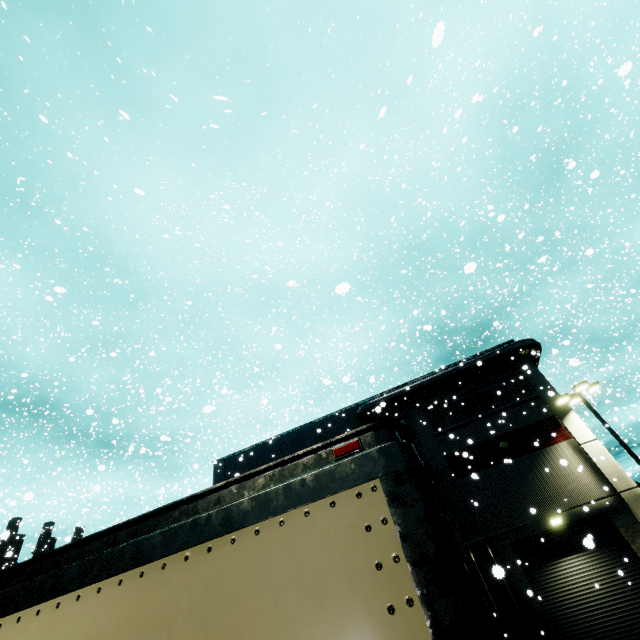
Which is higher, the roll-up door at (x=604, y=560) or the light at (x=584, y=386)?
the light at (x=584, y=386)

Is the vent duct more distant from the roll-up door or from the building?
the roll-up door

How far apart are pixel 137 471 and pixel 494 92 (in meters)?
28.61

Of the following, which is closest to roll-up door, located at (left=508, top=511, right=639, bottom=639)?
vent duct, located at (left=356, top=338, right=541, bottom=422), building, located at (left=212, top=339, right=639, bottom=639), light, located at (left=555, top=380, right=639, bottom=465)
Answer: building, located at (left=212, top=339, right=639, bottom=639)

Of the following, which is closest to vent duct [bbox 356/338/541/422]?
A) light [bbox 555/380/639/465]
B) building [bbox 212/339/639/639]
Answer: building [bbox 212/339/639/639]

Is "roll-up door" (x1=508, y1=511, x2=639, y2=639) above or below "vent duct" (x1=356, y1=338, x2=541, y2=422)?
below

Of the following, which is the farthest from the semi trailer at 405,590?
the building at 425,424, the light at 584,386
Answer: the light at 584,386

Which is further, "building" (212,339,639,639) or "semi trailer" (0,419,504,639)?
"building" (212,339,639,639)
